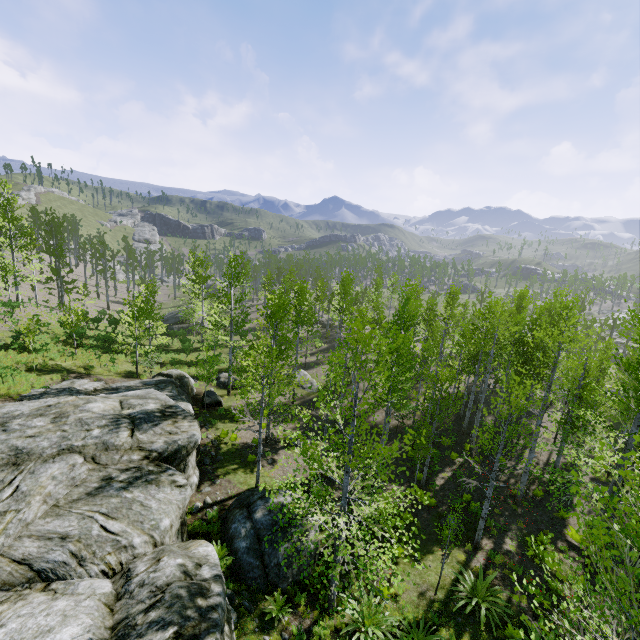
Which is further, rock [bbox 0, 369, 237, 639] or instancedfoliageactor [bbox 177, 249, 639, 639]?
instancedfoliageactor [bbox 177, 249, 639, 639]

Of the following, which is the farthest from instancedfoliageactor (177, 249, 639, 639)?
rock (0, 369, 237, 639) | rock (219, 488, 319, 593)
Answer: rock (219, 488, 319, 593)

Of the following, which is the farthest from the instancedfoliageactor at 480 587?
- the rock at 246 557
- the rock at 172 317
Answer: the rock at 172 317

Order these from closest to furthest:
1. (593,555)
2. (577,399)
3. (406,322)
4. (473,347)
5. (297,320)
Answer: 1. (593,555)
2. (577,399)
3. (406,322)
4. (473,347)
5. (297,320)

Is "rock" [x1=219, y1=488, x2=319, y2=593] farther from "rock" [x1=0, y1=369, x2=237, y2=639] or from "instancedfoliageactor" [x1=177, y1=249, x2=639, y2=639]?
"instancedfoliageactor" [x1=177, y1=249, x2=639, y2=639]

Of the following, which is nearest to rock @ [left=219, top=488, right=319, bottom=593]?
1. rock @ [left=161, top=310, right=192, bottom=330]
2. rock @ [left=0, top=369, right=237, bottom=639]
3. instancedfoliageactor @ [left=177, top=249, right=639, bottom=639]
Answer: rock @ [left=0, top=369, right=237, bottom=639]

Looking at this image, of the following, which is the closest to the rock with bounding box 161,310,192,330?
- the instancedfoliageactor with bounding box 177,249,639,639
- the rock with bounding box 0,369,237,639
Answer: the rock with bounding box 0,369,237,639

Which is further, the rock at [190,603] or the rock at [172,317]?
the rock at [172,317]
